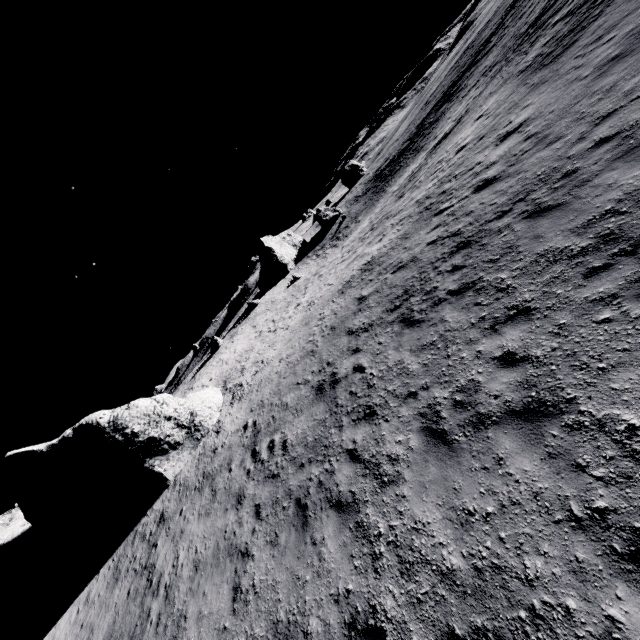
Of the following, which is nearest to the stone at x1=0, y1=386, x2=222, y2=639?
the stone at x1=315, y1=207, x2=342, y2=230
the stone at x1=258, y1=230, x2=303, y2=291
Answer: the stone at x1=258, y1=230, x2=303, y2=291

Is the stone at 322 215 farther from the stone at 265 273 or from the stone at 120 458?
the stone at 120 458

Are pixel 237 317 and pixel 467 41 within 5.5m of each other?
no

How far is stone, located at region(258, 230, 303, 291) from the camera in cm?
5416

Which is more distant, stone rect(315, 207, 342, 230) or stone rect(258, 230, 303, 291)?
stone rect(315, 207, 342, 230)

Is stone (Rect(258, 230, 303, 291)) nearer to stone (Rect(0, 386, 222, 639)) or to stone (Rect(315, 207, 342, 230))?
stone (Rect(315, 207, 342, 230))

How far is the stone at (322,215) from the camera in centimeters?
5725cm

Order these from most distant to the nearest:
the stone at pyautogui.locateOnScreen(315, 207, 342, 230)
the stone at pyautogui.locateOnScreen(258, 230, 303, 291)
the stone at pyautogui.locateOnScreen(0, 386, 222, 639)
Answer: the stone at pyautogui.locateOnScreen(315, 207, 342, 230) < the stone at pyautogui.locateOnScreen(258, 230, 303, 291) < the stone at pyautogui.locateOnScreen(0, 386, 222, 639)
